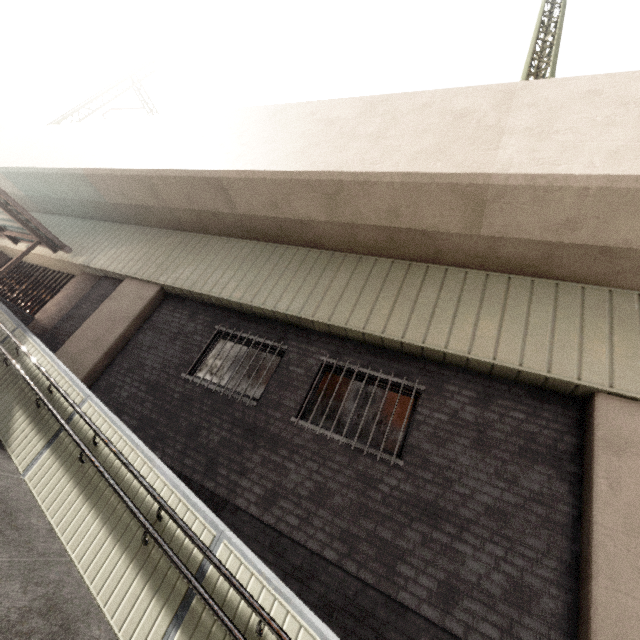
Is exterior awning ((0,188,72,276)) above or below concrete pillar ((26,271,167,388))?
above

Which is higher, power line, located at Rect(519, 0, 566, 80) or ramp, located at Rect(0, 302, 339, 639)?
power line, located at Rect(519, 0, 566, 80)

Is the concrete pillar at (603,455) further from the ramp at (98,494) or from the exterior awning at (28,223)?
the exterior awning at (28,223)

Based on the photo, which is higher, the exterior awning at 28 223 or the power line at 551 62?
the power line at 551 62

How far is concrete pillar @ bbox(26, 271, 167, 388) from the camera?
7.1 meters

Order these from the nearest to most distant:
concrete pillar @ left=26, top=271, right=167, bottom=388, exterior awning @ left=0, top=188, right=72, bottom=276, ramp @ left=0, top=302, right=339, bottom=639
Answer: ramp @ left=0, top=302, right=339, bottom=639 < concrete pillar @ left=26, top=271, right=167, bottom=388 < exterior awning @ left=0, top=188, right=72, bottom=276

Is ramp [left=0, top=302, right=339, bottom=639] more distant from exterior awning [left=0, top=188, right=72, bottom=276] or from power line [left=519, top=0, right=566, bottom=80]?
power line [left=519, top=0, right=566, bottom=80]

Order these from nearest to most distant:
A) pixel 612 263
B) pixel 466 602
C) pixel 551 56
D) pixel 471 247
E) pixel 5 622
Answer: pixel 5 622 < pixel 466 602 < pixel 612 263 < pixel 471 247 < pixel 551 56
